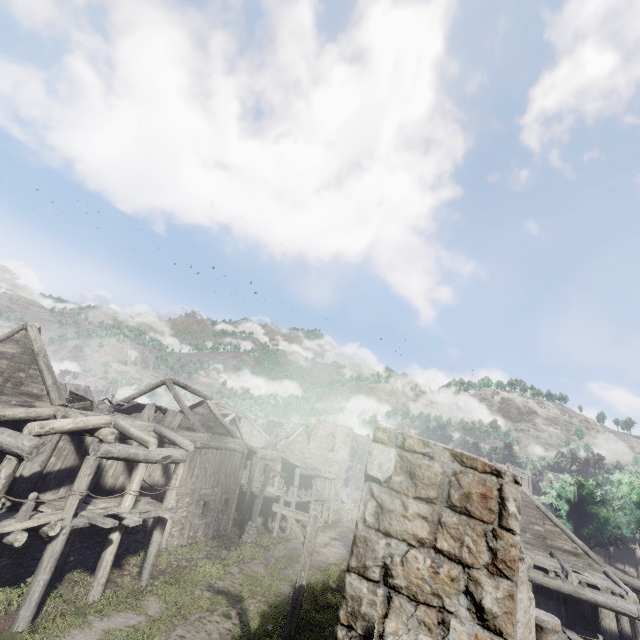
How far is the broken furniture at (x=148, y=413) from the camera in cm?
1739

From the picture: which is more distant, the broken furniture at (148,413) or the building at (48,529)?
the broken furniture at (148,413)

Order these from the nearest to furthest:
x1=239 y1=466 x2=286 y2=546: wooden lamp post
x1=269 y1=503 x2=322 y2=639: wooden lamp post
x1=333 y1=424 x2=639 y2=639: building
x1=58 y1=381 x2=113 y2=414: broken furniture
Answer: x1=333 y1=424 x2=639 y2=639: building, x1=269 y1=503 x2=322 y2=639: wooden lamp post, x1=58 y1=381 x2=113 y2=414: broken furniture, x1=239 y1=466 x2=286 y2=546: wooden lamp post

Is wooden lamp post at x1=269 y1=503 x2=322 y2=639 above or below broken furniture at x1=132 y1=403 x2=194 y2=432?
below

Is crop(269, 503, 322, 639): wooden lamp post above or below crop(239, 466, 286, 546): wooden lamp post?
above

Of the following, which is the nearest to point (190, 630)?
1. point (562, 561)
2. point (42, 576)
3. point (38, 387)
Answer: point (42, 576)

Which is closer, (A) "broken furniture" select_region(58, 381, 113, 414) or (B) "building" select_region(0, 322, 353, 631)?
(B) "building" select_region(0, 322, 353, 631)

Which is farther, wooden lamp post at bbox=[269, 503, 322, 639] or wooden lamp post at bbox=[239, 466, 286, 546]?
wooden lamp post at bbox=[239, 466, 286, 546]
